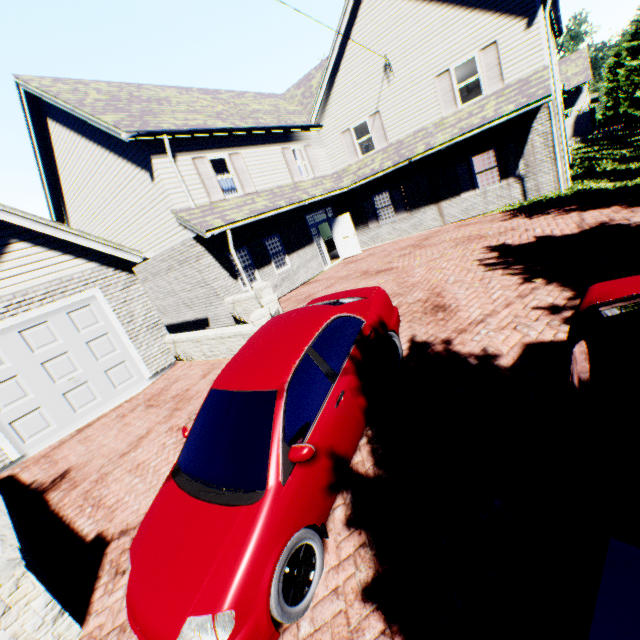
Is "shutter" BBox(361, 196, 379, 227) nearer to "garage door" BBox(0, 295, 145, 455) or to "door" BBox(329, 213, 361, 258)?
"door" BBox(329, 213, 361, 258)

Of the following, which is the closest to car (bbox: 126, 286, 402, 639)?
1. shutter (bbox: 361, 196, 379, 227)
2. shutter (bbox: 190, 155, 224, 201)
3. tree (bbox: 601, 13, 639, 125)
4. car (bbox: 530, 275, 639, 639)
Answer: car (bbox: 530, 275, 639, 639)

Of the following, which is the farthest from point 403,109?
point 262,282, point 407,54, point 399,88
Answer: point 262,282

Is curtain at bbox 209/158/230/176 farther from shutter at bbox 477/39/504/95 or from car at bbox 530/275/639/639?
car at bbox 530/275/639/639

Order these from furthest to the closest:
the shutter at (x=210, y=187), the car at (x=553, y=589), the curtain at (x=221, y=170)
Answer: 1. the curtain at (x=221, y=170)
2. the shutter at (x=210, y=187)
3. the car at (x=553, y=589)

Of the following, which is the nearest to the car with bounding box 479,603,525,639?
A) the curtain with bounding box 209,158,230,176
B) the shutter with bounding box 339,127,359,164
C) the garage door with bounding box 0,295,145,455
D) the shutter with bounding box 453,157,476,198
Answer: the garage door with bounding box 0,295,145,455

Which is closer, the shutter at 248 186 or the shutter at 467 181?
the shutter at 248 186

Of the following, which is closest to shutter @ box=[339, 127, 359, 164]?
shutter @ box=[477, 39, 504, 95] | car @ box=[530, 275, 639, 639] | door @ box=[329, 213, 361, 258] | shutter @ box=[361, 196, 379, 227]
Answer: shutter @ box=[361, 196, 379, 227]
